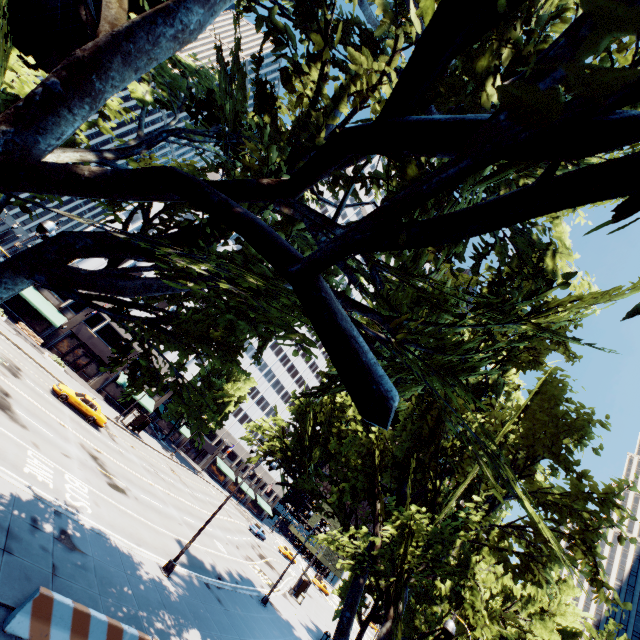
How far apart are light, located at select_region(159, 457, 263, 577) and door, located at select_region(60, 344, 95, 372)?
34.5m

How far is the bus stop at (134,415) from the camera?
38.91m

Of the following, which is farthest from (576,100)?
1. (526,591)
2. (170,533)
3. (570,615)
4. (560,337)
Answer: (526,591)

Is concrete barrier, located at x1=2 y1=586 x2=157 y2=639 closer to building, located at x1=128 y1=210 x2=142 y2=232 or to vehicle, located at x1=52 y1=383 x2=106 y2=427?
vehicle, located at x1=52 y1=383 x2=106 y2=427

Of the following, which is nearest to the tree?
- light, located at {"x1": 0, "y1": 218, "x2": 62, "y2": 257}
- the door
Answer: light, located at {"x1": 0, "y1": 218, "x2": 62, "y2": 257}

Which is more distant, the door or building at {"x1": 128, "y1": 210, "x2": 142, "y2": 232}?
building at {"x1": 128, "y1": 210, "x2": 142, "y2": 232}

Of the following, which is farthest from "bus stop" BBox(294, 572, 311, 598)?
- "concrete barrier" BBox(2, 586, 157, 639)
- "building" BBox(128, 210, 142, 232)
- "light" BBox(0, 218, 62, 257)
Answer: "concrete barrier" BBox(2, 586, 157, 639)

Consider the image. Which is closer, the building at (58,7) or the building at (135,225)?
the building at (135,225)
